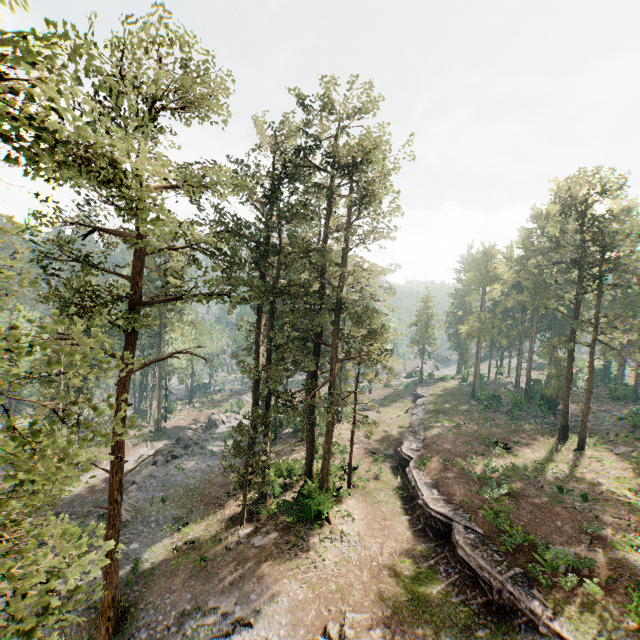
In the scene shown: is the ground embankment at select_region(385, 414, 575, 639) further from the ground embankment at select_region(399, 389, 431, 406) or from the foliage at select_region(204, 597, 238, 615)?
the ground embankment at select_region(399, 389, 431, 406)

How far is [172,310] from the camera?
22.6 meters

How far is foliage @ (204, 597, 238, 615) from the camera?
17.42m

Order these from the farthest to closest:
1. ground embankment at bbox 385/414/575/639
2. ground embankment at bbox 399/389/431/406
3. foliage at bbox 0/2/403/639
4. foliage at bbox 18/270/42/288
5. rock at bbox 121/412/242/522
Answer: ground embankment at bbox 399/389/431/406
rock at bbox 121/412/242/522
ground embankment at bbox 385/414/575/639
foliage at bbox 18/270/42/288
foliage at bbox 0/2/403/639

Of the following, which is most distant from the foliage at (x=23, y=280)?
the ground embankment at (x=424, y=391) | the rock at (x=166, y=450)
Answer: the ground embankment at (x=424, y=391)

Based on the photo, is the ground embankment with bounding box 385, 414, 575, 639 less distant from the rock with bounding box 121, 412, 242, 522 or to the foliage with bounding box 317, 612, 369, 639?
the foliage with bounding box 317, 612, 369, 639

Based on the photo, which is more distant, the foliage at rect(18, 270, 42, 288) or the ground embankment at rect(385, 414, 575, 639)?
the ground embankment at rect(385, 414, 575, 639)
